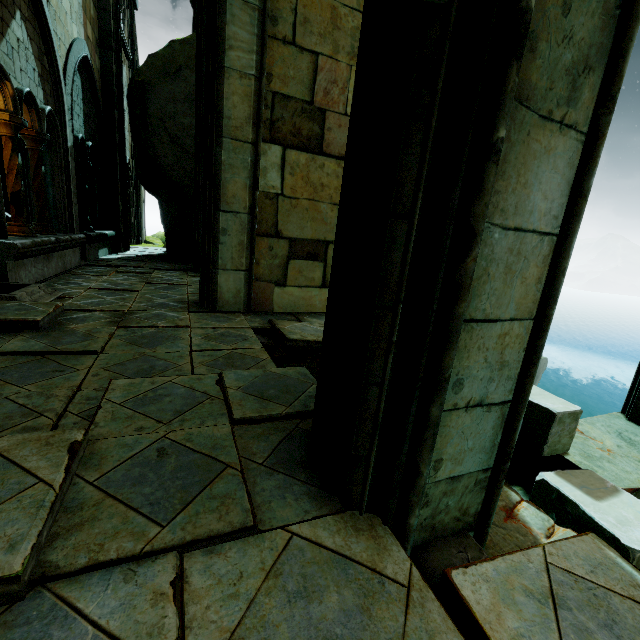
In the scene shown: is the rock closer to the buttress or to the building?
the building

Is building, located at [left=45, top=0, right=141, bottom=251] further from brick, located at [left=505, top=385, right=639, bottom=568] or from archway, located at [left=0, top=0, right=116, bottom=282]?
brick, located at [left=505, top=385, right=639, bottom=568]

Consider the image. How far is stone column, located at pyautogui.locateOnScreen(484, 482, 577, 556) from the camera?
1.8 meters

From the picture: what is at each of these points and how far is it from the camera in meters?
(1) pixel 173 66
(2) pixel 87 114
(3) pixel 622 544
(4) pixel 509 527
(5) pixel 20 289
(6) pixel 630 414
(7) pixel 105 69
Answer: (1) rock, 10.1
(2) archway, 9.0
(3) brick, 1.9
(4) stone column, 1.9
(5) trim, 4.2
(6) buttress, 3.6
(7) building, 10.2

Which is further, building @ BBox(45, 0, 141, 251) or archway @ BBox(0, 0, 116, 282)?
building @ BBox(45, 0, 141, 251)

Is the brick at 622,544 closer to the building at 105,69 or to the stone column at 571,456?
the stone column at 571,456

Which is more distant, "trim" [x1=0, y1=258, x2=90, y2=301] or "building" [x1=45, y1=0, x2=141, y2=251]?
"building" [x1=45, y1=0, x2=141, y2=251]

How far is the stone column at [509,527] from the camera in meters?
1.8 m
